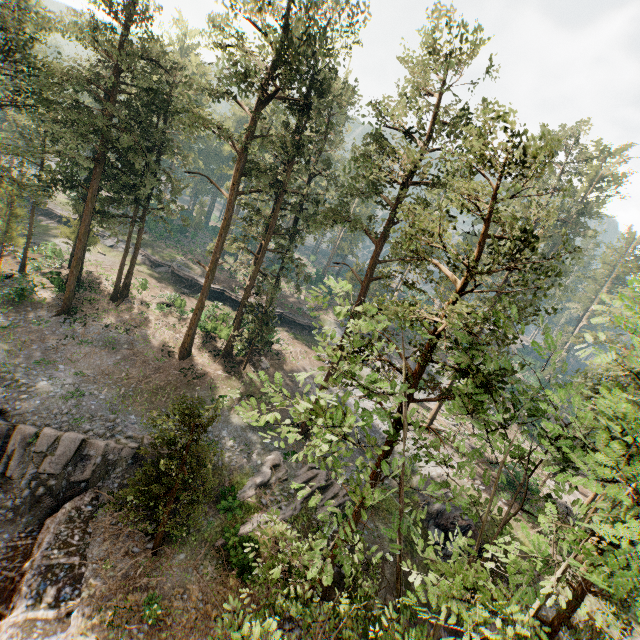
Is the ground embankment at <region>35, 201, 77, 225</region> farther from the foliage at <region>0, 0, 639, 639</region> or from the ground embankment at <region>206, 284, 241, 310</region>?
the ground embankment at <region>206, 284, 241, 310</region>

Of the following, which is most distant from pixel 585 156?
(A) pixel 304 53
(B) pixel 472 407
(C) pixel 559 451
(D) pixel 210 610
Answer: (D) pixel 210 610

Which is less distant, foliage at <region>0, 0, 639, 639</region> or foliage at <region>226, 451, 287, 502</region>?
foliage at <region>0, 0, 639, 639</region>

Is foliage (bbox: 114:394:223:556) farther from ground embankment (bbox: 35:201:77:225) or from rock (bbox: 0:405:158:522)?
ground embankment (bbox: 35:201:77:225)

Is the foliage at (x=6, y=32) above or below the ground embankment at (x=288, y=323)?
above

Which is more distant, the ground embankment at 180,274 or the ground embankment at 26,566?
the ground embankment at 180,274

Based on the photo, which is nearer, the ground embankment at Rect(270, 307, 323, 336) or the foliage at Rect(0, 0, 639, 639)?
the foliage at Rect(0, 0, 639, 639)

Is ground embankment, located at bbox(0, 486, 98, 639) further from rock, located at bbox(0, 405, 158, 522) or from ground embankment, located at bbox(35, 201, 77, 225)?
Answer: ground embankment, located at bbox(35, 201, 77, 225)
